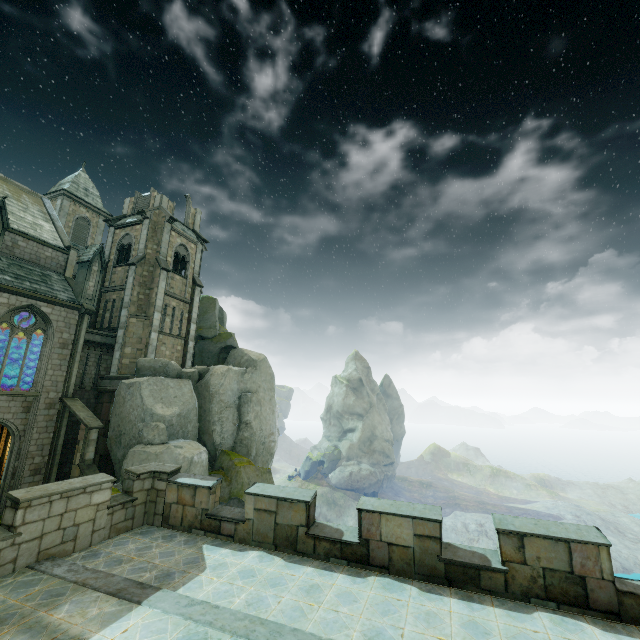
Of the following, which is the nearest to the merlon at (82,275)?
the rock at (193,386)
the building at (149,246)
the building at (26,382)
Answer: the building at (26,382)

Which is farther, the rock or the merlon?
the merlon

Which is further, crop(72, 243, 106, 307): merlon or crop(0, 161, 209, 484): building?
crop(72, 243, 106, 307): merlon

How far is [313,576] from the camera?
8.46m

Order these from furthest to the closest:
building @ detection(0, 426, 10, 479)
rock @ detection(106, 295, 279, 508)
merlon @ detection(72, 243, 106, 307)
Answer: merlon @ detection(72, 243, 106, 307), building @ detection(0, 426, 10, 479), rock @ detection(106, 295, 279, 508)

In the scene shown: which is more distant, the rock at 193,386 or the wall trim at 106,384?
the wall trim at 106,384

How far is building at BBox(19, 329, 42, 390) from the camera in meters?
23.4

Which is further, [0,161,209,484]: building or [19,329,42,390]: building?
[19,329,42,390]: building
